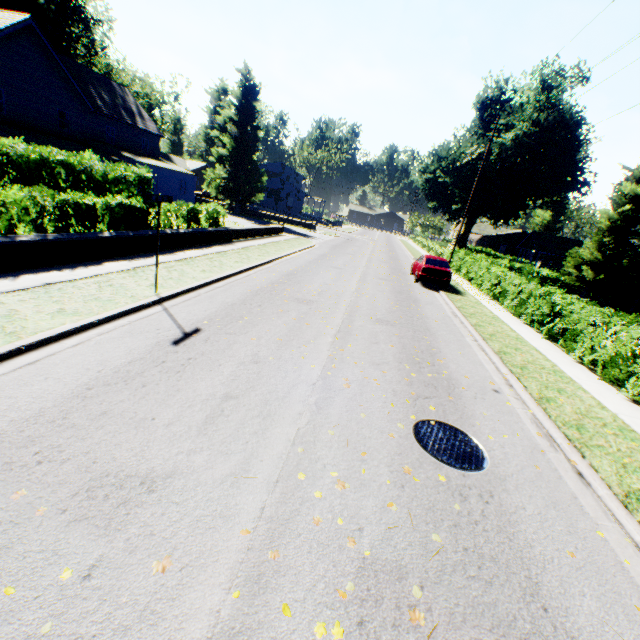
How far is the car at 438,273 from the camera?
17.9m

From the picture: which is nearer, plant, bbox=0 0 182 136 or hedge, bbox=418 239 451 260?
plant, bbox=0 0 182 136

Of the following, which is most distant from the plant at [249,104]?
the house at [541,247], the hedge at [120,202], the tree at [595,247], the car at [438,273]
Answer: the car at [438,273]

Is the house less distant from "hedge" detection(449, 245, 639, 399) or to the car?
"hedge" detection(449, 245, 639, 399)

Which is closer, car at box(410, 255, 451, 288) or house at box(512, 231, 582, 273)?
car at box(410, 255, 451, 288)

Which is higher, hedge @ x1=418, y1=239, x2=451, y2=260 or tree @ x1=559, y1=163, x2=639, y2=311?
tree @ x1=559, y1=163, x2=639, y2=311

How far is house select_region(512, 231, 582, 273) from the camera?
37.9 meters

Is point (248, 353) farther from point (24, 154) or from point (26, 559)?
point (24, 154)
